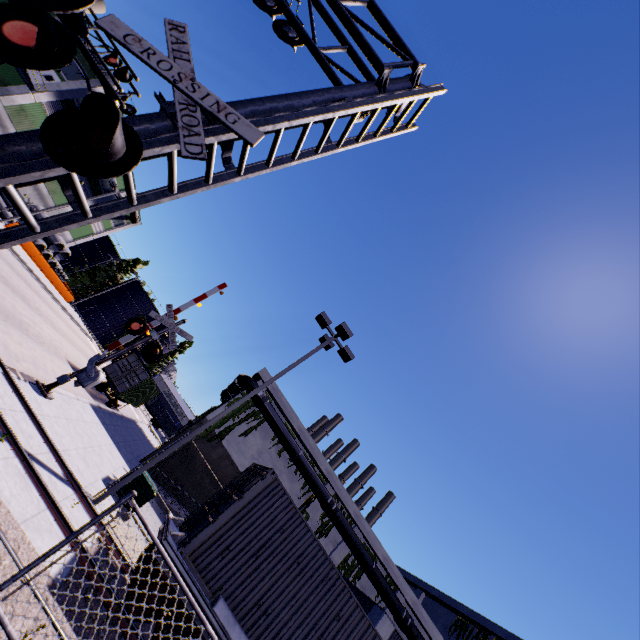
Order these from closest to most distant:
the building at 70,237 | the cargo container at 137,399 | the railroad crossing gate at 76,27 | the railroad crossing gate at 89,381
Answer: the railroad crossing gate at 76,27
the railroad crossing gate at 89,381
the cargo container at 137,399
the building at 70,237

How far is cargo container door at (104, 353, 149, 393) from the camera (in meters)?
22.53

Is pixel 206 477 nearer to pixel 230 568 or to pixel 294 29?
pixel 230 568

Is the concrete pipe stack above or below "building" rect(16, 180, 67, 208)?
below

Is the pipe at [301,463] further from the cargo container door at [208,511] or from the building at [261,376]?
the cargo container door at [208,511]

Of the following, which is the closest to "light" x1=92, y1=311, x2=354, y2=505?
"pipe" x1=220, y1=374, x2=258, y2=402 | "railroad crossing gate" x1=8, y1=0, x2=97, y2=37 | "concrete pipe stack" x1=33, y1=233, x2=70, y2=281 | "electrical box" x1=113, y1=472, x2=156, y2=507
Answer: "electrical box" x1=113, y1=472, x2=156, y2=507

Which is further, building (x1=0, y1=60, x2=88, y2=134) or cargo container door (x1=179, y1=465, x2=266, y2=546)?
building (x1=0, y1=60, x2=88, y2=134)

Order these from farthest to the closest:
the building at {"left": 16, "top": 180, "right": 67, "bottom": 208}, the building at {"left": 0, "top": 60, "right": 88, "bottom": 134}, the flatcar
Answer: the building at {"left": 16, "top": 180, "right": 67, "bottom": 208} → the building at {"left": 0, "top": 60, "right": 88, "bottom": 134} → the flatcar
